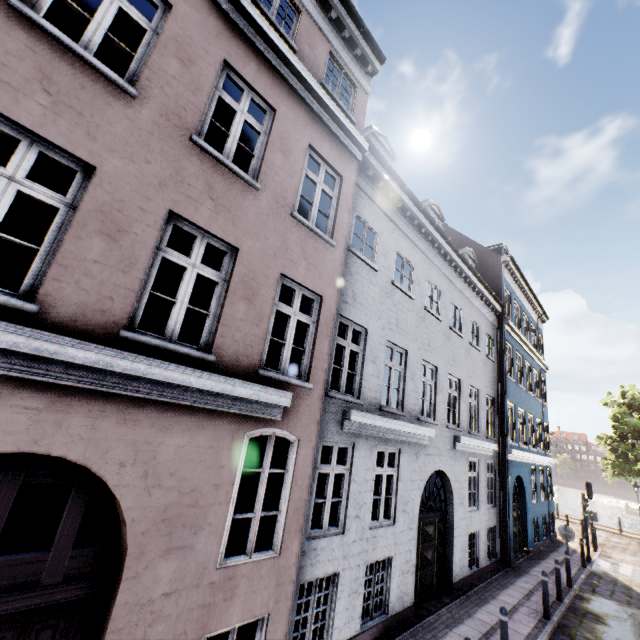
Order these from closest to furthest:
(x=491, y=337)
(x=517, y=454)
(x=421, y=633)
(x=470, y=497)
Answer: (x=421, y=633)
(x=470, y=497)
(x=517, y=454)
(x=491, y=337)

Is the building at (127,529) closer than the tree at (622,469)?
Yes

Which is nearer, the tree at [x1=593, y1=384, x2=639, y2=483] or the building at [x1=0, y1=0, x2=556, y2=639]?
the building at [x1=0, y1=0, x2=556, y2=639]
